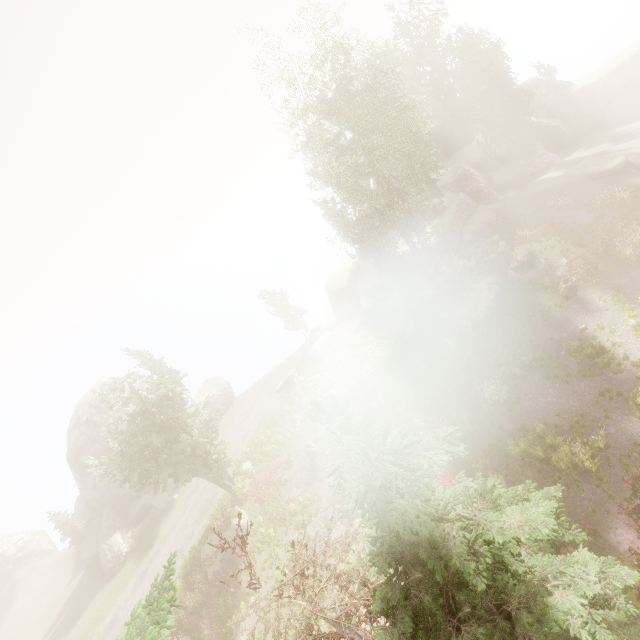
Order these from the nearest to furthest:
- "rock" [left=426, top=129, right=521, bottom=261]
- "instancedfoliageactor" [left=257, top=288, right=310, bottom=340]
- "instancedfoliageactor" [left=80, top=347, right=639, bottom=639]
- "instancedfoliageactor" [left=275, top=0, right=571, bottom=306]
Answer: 1. "instancedfoliageactor" [left=80, top=347, right=639, bottom=639]
2. "instancedfoliageactor" [left=275, top=0, right=571, bottom=306]
3. "rock" [left=426, top=129, right=521, bottom=261]
4. "instancedfoliageactor" [left=257, top=288, right=310, bottom=340]

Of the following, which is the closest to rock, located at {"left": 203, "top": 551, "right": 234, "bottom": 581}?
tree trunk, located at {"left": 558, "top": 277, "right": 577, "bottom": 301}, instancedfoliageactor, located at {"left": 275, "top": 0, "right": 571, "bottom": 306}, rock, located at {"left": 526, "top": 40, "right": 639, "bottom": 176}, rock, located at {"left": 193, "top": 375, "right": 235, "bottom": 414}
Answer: instancedfoliageactor, located at {"left": 275, "top": 0, "right": 571, "bottom": 306}

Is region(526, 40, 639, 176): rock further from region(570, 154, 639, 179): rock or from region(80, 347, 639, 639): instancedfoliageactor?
region(570, 154, 639, 179): rock

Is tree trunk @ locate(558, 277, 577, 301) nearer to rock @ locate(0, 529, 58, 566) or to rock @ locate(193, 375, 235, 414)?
rock @ locate(193, 375, 235, 414)

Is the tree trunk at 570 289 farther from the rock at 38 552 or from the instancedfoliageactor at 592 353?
the rock at 38 552

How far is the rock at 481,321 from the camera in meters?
24.2 m

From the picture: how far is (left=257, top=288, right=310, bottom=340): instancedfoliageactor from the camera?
41.1m

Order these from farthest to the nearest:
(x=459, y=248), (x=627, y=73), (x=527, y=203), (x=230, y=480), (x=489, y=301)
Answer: (x=627, y=73) < (x=459, y=248) < (x=527, y=203) < (x=230, y=480) < (x=489, y=301)
